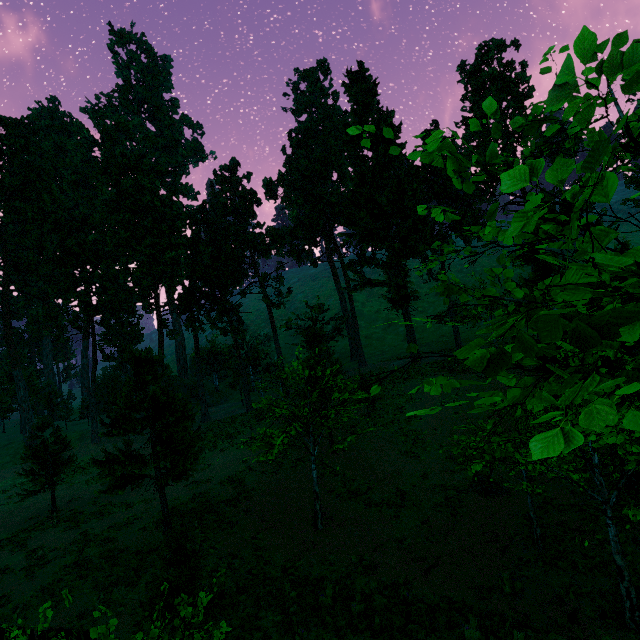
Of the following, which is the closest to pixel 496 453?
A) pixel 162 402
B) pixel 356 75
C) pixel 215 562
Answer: pixel 215 562
